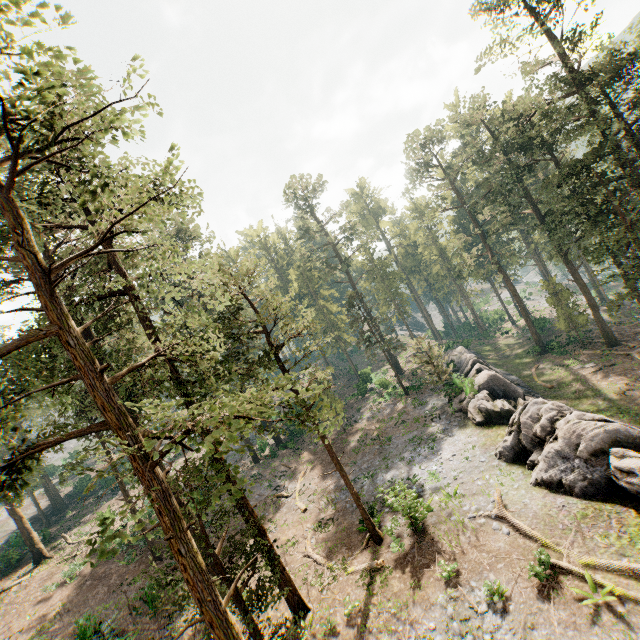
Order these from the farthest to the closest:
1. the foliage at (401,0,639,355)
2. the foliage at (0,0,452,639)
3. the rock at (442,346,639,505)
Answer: the foliage at (401,0,639,355) < the rock at (442,346,639,505) < the foliage at (0,0,452,639)

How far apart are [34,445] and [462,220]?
62.3m

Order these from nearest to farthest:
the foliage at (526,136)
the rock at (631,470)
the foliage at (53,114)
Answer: the foliage at (53,114), the rock at (631,470), the foliage at (526,136)

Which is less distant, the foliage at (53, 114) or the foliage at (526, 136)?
the foliage at (53, 114)

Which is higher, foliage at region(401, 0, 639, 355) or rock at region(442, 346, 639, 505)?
foliage at region(401, 0, 639, 355)

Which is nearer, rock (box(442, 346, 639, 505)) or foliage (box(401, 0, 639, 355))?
rock (box(442, 346, 639, 505))

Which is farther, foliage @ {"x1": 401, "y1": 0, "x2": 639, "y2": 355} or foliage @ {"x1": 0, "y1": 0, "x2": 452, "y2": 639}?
foliage @ {"x1": 401, "y1": 0, "x2": 639, "y2": 355}
